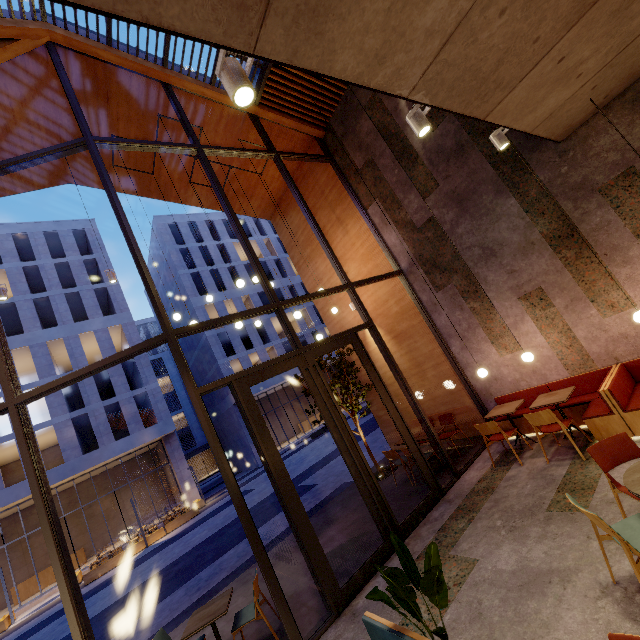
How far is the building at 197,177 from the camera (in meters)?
9.74

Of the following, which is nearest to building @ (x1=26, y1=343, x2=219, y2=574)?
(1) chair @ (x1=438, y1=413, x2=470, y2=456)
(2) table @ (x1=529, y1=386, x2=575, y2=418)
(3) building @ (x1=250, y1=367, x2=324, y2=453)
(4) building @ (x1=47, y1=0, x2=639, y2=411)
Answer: (3) building @ (x1=250, y1=367, x2=324, y2=453)

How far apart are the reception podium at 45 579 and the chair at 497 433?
31.1 meters

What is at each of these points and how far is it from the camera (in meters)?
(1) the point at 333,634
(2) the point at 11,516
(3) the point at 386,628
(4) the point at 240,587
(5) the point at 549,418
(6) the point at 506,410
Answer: (1) building, 4.09
(2) building, 24.73
(3) seat, 2.66
(4) building, 6.70
(5) chair, 5.21
(6) table, 6.36

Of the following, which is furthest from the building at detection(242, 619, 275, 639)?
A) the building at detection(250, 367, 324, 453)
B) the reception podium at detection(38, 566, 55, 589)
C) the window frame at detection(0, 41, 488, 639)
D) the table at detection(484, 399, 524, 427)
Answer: the building at detection(250, 367, 324, 453)

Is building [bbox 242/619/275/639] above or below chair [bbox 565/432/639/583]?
below

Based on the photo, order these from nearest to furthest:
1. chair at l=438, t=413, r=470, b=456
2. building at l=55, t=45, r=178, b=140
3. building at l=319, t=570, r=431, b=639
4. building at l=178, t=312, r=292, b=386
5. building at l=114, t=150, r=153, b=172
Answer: building at l=319, t=570, r=431, b=639, building at l=55, t=45, r=178, b=140, chair at l=438, t=413, r=470, b=456, building at l=114, t=150, r=153, b=172, building at l=178, t=312, r=292, b=386

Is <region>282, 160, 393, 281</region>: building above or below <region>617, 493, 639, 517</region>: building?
above
